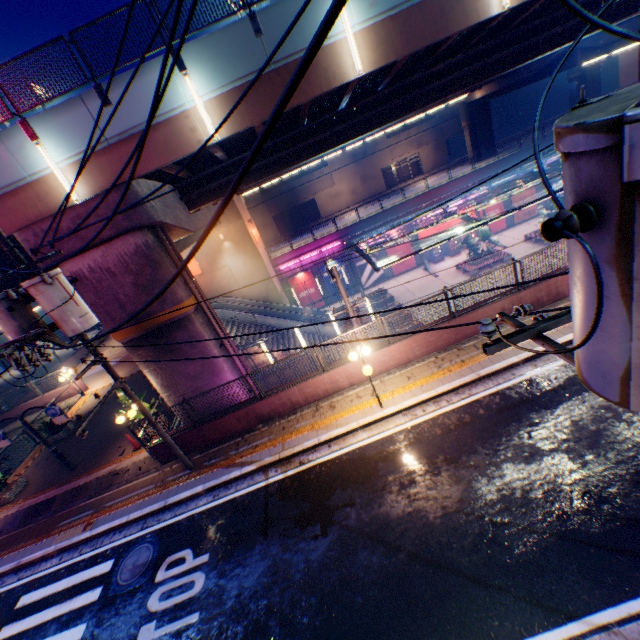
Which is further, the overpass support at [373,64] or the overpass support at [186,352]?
the overpass support at [186,352]

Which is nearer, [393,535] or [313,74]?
[393,535]

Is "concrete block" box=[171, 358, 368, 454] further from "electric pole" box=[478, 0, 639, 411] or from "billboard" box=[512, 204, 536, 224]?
"billboard" box=[512, 204, 536, 224]

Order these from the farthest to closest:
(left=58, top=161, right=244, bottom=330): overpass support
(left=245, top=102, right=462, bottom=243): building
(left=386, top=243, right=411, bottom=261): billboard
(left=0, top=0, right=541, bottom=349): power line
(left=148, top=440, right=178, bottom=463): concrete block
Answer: (left=245, top=102, right=462, bottom=243): building < (left=386, top=243, right=411, bottom=261): billboard < (left=148, top=440, right=178, bottom=463): concrete block < (left=58, top=161, right=244, bottom=330): overpass support < (left=0, top=0, right=541, bottom=349): power line

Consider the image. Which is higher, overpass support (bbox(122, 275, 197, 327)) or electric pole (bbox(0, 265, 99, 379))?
electric pole (bbox(0, 265, 99, 379))

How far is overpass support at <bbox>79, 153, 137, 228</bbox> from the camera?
9.94m

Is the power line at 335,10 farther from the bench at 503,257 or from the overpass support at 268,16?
the bench at 503,257

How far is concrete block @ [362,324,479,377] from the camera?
11.6 meters
